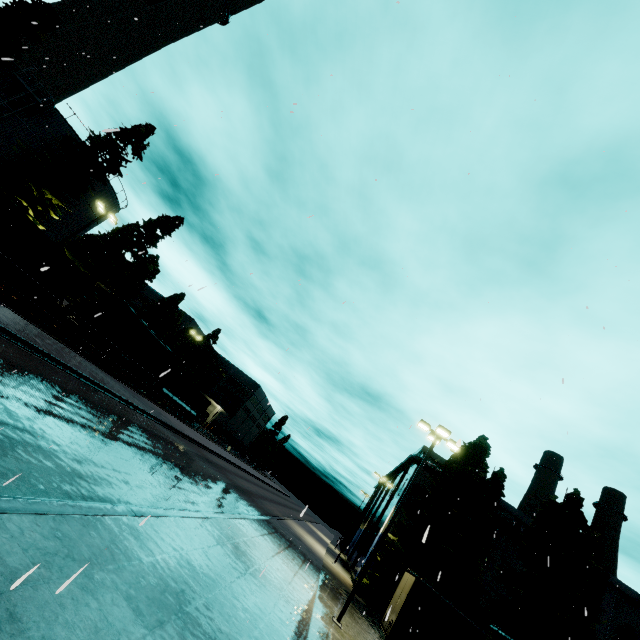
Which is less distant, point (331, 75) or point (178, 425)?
point (331, 75)

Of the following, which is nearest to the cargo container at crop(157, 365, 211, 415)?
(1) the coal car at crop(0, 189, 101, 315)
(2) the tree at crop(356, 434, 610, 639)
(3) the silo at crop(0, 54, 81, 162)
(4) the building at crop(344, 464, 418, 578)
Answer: (1) the coal car at crop(0, 189, 101, 315)

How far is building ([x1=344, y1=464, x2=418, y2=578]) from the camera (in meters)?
35.22

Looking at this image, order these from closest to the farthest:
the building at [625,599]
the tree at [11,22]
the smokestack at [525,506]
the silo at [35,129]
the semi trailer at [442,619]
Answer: the semi trailer at [442,619] < the tree at [11,22] < the silo at [35,129] < the building at [625,599] < the smokestack at [525,506]

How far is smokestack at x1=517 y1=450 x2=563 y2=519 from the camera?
41.0m

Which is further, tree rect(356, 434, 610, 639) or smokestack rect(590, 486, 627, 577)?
smokestack rect(590, 486, 627, 577)

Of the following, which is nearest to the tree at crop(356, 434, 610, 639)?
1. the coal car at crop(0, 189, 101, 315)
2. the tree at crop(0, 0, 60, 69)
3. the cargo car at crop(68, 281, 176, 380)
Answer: the coal car at crop(0, 189, 101, 315)

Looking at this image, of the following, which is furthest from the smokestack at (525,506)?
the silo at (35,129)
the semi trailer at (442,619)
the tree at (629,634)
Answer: the silo at (35,129)
